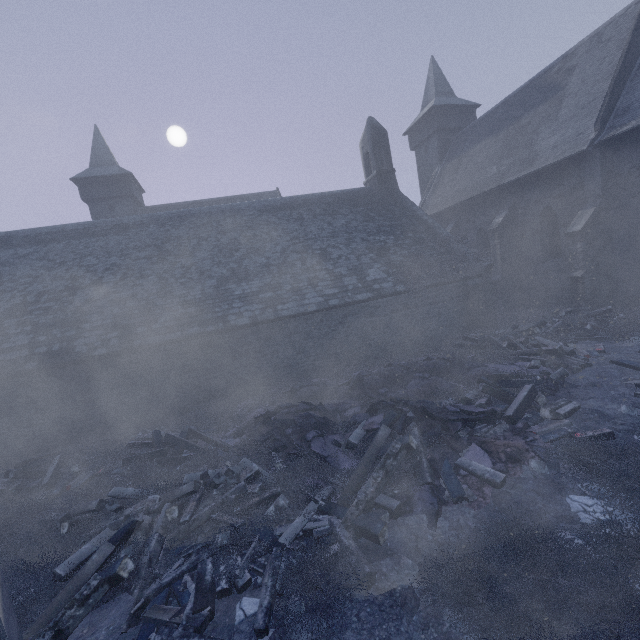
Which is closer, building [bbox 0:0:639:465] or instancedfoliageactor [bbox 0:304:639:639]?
instancedfoliageactor [bbox 0:304:639:639]

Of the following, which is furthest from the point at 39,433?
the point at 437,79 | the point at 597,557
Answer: the point at 437,79

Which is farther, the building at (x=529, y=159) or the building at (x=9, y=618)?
the building at (x=529, y=159)

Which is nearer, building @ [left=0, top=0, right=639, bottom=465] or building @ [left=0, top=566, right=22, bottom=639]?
building @ [left=0, top=566, right=22, bottom=639]

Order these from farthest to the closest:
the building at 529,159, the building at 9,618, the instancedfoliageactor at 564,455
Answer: the building at 529,159, the instancedfoliageactor at 564,455, the building at 9,618

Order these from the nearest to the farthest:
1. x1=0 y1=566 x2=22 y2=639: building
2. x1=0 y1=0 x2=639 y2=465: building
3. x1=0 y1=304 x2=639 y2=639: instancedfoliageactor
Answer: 1. x1=0 y1=566 x2=22 y2=639: building
2. x1=0 y1=304 x2=639 y2=639: instancedfoliageactor
3. x1=0 y1=0 x2=639 y2=465: building

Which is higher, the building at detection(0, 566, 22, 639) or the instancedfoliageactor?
the building at detection(0, 566, 22, 639)
